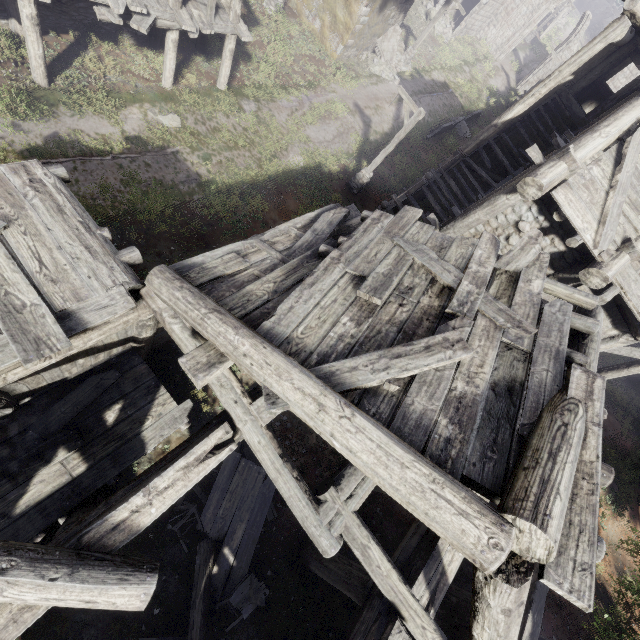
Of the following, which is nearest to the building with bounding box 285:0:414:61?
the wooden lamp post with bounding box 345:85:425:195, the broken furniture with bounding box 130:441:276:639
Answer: the broken furniture with bounding box 130:441:276:639

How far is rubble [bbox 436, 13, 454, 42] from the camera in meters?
29.1

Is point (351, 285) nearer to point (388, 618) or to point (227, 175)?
point (388, 618)

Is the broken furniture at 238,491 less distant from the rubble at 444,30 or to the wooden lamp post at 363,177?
the wooden lamp post at 363,177

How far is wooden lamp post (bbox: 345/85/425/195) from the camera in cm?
1332

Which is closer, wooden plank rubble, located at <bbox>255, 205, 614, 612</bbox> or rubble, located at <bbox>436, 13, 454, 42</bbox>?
wooden plank rubble, located at <bbox>255, 205, 614, 612</bbox>

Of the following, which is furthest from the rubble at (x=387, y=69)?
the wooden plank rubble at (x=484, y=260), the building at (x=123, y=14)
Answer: the wooden plank rubble at (x=484, y=260)

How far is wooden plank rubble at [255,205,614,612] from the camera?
3.2 meters
